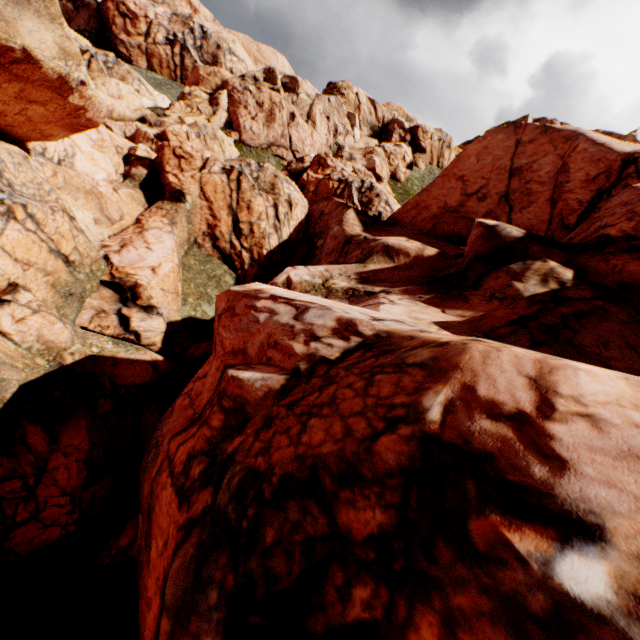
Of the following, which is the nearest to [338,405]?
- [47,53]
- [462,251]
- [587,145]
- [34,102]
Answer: [462,251]
